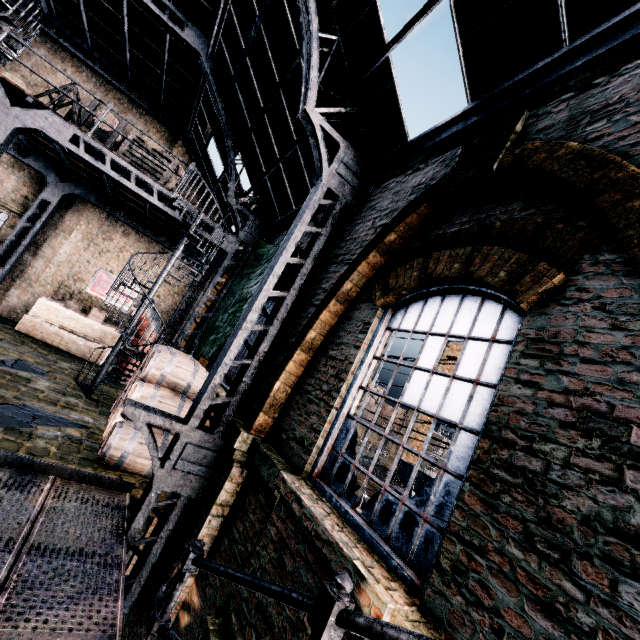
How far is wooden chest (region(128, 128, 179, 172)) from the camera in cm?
995

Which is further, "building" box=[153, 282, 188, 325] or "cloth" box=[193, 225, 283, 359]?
"building" box=[153, 282, 188, 325]

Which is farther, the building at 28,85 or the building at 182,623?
the building at 28,85

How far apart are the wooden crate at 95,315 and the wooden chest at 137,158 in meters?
6.7

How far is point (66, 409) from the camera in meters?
7.8 m

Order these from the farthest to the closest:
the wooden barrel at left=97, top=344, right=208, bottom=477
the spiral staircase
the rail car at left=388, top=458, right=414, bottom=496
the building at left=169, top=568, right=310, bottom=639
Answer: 1. the rail car at left=388, top=458, right=414, bottom=496
2. the spiral staircase
3. the wooden barrel at left=97, top=344, right=208, bottom=477
4. the building at left=169, top=568, right=310, bottom=639

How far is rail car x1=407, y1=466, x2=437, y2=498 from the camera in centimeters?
2375cm

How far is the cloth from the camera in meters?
8.0 m
